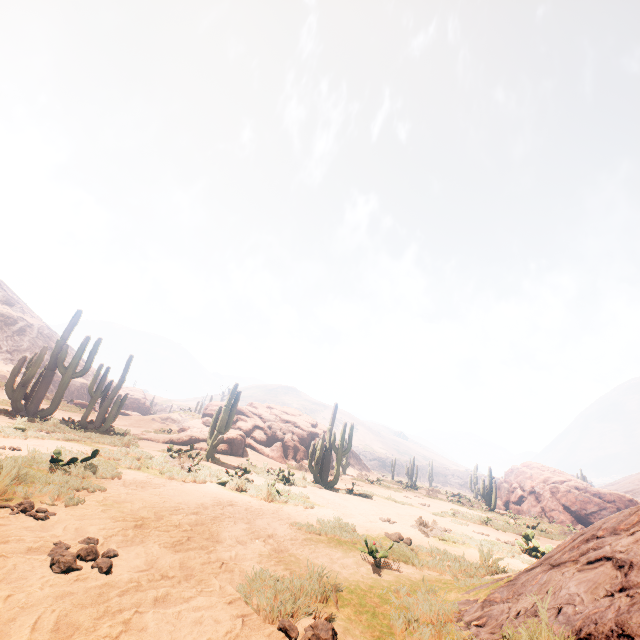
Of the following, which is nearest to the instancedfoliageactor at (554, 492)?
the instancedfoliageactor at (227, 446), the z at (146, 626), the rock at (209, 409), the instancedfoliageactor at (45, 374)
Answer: the rock at (209, 409)

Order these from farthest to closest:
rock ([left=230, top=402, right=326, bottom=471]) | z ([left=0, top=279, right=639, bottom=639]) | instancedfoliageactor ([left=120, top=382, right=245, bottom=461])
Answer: rock ([left=230, top=402, right=326, bottom=471]) → instancedfoliageactor ([left=120, top=382, right=245, bottom=461]) → z ([left=0, top=279, right=639, bottom=639])

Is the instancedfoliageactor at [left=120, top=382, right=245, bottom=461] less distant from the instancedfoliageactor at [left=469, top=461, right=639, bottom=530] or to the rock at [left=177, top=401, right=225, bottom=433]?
the rock at [left=177, top=401, right=225, bottom=433]

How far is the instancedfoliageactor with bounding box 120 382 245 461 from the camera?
14.1m

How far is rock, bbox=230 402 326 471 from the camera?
24.5 meters

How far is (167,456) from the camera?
9.80m

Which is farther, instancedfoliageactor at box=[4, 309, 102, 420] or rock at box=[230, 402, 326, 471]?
rock at box=[230, 402, 326, 471]

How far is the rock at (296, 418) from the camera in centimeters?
2450cm
